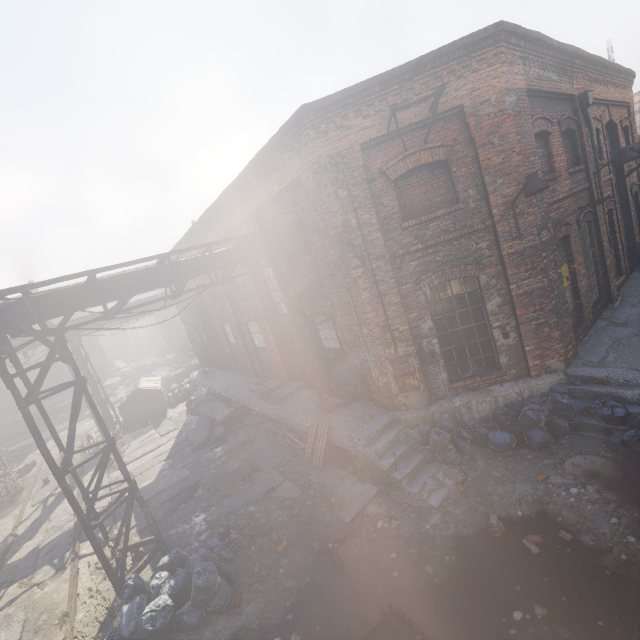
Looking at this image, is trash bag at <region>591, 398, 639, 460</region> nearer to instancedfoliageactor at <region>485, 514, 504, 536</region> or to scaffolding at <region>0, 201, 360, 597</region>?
instancedfoliageactor at <region>485, 514, 504, 536</region>

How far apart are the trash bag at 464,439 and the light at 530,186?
3.5 meters

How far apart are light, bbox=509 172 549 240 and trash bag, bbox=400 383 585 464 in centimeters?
351cm

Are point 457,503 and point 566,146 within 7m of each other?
no

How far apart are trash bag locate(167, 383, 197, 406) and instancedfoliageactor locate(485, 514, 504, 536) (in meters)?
17.91

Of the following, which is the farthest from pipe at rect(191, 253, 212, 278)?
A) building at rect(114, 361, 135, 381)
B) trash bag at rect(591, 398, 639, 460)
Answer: building at rect(114, 361, 135, 381)

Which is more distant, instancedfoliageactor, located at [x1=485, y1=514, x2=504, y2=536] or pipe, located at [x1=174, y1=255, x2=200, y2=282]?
pipe, located at [x1=174, y1=255, x2=200, y2=282]

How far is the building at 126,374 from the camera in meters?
31.4
